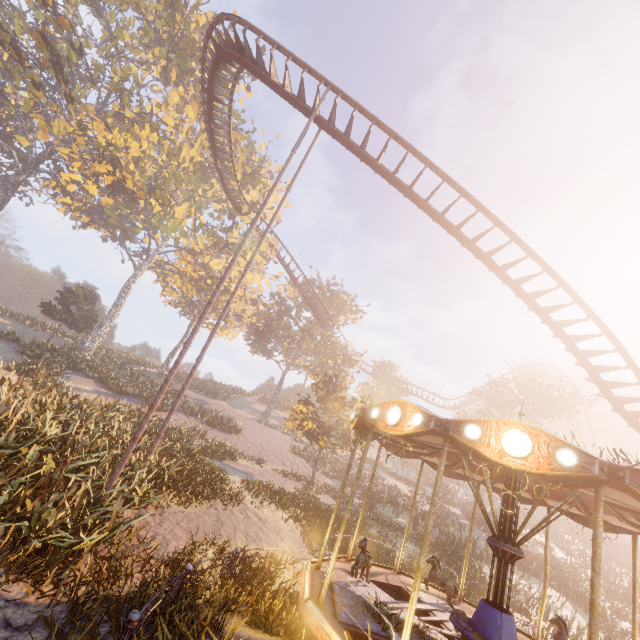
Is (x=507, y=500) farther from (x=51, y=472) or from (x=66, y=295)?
(x=66, y=295)

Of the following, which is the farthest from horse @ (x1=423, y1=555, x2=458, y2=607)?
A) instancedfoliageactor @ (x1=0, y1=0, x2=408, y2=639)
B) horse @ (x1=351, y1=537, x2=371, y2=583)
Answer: instancedfoliageactor @ (x1=0, y1=0, x2=408, y2=639)

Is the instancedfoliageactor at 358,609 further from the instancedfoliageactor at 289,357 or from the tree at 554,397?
the tree at 554,397

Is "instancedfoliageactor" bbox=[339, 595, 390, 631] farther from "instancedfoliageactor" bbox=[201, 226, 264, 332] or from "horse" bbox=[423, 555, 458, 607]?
"instancedfoliageactor" bbox=[201, 226, 264, 332]

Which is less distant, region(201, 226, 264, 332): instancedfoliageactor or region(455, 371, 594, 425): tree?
region(455, 371, 594, 425): tree

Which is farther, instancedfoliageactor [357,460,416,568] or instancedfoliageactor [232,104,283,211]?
instancedfoliageactor [232,104,283,211]

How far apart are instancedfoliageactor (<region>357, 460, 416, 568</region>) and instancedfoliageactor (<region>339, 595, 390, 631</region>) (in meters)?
15.33

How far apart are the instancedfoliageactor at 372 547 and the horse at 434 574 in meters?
13.0
